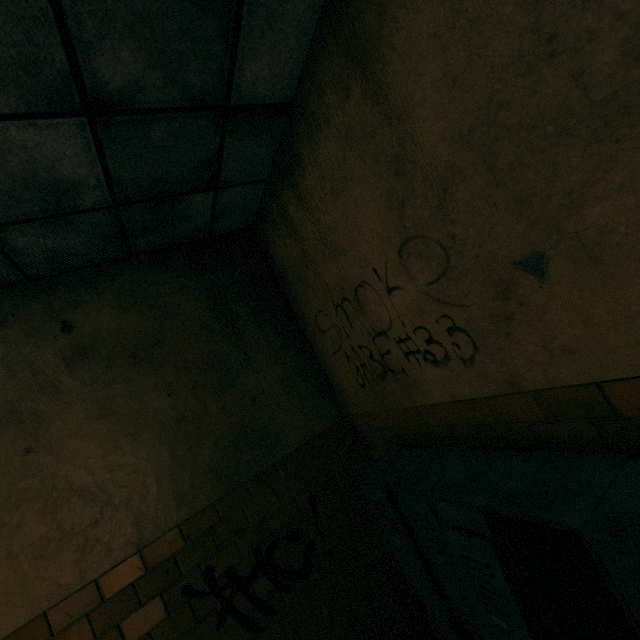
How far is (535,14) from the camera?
0.9m
